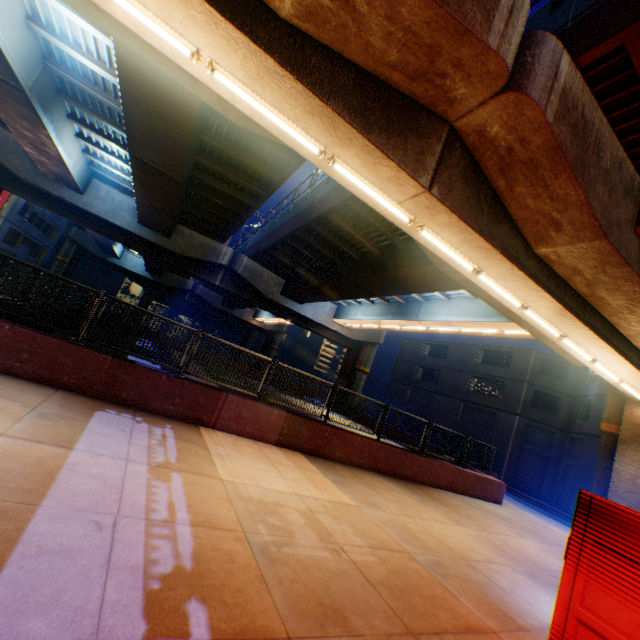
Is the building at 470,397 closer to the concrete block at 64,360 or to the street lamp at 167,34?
the concrete block at 64,360

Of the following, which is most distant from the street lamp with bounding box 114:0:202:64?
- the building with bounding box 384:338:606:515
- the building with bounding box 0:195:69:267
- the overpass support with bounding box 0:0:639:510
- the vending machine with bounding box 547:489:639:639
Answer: the building with bounding box 0:195:69:267

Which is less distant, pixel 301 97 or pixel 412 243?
pixel 301 97

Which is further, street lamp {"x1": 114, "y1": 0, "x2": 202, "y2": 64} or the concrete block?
the concrete block

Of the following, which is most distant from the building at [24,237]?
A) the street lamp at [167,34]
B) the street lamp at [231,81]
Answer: the street lamp at [231,81]

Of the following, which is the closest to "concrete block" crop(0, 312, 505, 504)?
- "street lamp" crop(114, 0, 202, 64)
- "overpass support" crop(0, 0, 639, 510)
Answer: "overpass support" crop(0, 0, 639, 510)

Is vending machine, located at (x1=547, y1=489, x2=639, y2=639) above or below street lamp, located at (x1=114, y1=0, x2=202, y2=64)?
below

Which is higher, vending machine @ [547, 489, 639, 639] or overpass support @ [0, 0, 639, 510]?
overpass support @ [0, 0, 639, 510]
